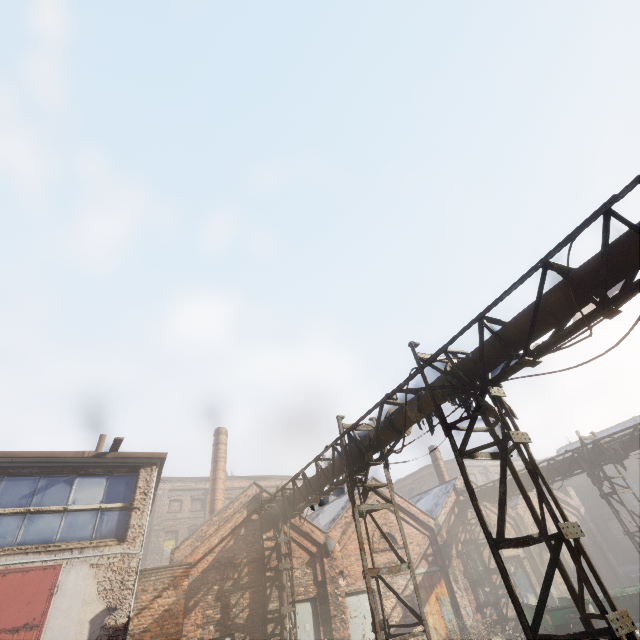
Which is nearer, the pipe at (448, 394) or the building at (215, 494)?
the pipe at (448, 394)

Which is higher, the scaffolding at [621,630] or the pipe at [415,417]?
the pipe at [415,417]

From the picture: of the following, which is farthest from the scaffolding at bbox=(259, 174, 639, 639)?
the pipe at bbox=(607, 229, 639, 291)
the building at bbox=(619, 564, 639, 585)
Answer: the building at bbox=(619, 564, 639, 585)

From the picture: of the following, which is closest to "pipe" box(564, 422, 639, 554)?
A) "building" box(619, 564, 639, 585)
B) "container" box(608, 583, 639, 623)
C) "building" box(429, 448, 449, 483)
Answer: "container" box(608, 583, 639, 623)

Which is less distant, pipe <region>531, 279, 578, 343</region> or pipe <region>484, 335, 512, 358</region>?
pipe <region>531, 279, 578, 343</region>

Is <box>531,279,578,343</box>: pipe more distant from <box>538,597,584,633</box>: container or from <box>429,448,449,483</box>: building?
<box>429,448,449,483</box>: building

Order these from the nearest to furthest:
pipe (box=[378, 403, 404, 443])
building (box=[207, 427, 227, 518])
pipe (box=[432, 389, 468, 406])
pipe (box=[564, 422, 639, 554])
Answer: pipe (box=[432, 389, 468, 406]), pipe (box=[378, 403, 404, 443]), pipe (box=[564, 422, 639, 554]), building (box=[207, 427, 227, 518])

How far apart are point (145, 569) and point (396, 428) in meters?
8.6
